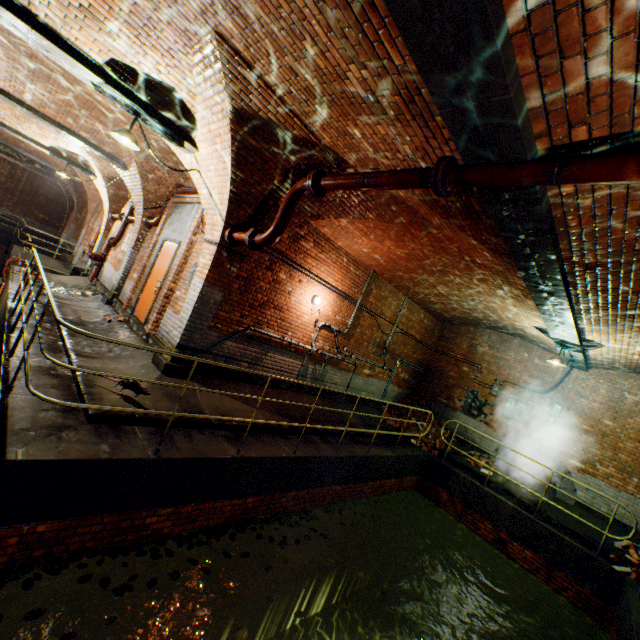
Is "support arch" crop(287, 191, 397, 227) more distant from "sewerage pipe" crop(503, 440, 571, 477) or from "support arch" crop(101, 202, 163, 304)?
"sewerage pipe" crop(503, 440, 571, 477)

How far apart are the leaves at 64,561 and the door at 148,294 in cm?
473

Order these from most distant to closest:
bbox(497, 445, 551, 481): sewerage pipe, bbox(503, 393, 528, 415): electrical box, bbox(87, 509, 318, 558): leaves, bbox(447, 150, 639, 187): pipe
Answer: bbox(503, 393, 528, 415): electrical box < bbox(497, 445, 551, 481): sewerage pipe < bbox(87, 509, 318, 558): leaves < bbox(447, 150, 639, 187): pipe

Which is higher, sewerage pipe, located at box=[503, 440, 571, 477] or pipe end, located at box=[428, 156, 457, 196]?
pipe end, located at box=[428, 156, 457, 196]

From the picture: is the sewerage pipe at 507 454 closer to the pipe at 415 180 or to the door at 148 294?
the pipe at 415 180

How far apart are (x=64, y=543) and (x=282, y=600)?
5.2 meters

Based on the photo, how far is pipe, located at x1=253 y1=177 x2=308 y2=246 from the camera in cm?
491

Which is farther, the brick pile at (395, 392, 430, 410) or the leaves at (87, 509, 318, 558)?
the brick pile at (395, 392, 430, 410)
